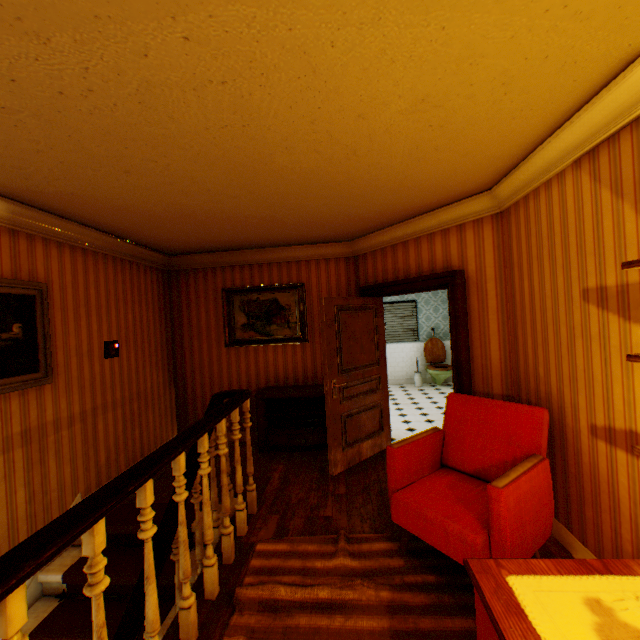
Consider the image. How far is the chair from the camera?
2.0m

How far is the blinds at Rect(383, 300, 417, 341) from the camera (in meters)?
9.05

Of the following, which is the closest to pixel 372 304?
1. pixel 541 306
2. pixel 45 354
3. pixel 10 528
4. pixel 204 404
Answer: pixel 541 306

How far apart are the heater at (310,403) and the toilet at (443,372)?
4.2m

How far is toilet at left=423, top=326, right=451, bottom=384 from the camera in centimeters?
807cm

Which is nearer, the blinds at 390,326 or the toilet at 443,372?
the toilet at 443,372

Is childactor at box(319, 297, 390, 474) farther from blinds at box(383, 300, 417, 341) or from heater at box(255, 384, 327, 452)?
blinds at box(383, 300, 417, 341)

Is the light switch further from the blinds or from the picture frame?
the blinds
